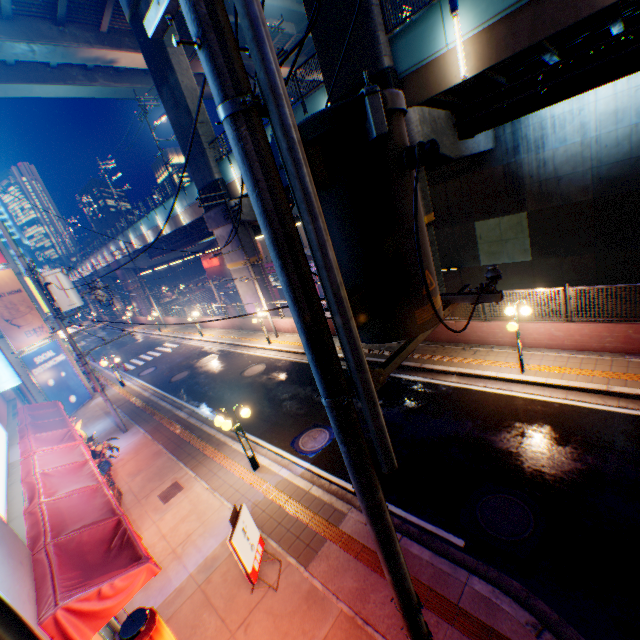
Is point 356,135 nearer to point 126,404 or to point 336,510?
point 336,510

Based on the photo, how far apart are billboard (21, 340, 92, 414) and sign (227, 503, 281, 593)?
17.9 meters

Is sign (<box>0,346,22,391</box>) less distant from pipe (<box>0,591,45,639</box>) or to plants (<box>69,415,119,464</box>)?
pipe (<box>0,591,45,639</box>)

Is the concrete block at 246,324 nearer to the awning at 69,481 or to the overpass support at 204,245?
the overpass support at 204,245

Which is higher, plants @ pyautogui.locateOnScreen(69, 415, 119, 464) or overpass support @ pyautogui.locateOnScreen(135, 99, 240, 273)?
overpass support @ pyautogui.locateOnScreen(135, 99, 240, 273)

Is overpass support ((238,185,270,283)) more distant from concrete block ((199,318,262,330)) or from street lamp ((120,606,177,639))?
street lamp ((120,606,177,639))

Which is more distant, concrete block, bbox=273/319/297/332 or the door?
concrete block, bbox=273/319/297/332

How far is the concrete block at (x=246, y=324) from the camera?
23.83m
